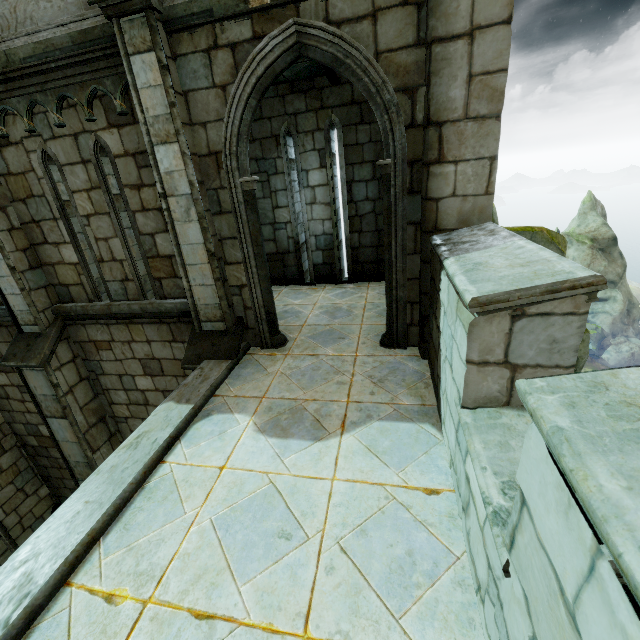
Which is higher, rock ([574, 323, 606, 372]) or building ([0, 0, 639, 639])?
building ([0, 0, 639, 639])

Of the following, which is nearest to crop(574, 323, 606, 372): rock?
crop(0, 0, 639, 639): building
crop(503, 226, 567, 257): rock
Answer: crop(503, 226, 567, 257): rock

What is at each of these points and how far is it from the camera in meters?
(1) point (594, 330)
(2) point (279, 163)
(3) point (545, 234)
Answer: (1) rock, 58.5
(2) building, 7.1
(3) rock, 6.3

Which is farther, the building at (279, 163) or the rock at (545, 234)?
the rock at (545, 234)

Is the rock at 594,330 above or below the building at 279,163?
below

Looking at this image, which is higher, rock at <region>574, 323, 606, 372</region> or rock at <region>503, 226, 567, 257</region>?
rock at <region>503, 226, 567, 257</region>

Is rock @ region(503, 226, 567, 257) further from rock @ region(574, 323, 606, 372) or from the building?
rock @ region(574, 323, 606, 372)
